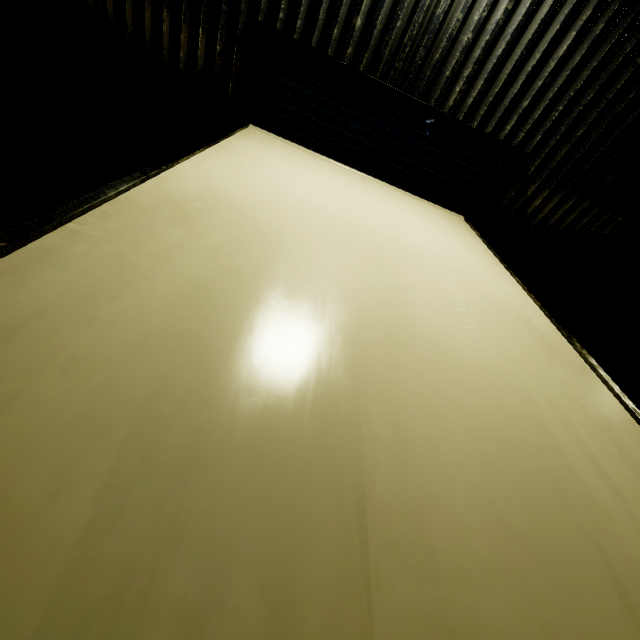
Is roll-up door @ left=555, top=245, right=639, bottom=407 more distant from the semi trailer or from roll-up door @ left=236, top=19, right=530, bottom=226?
roll-up door @ left=236, top=19, right=530, bottom=226

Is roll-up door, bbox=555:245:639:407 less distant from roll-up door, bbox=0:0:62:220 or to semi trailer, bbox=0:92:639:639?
semi trailer, bbox=0:92:639:639

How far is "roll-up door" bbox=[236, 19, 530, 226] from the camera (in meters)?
3.19

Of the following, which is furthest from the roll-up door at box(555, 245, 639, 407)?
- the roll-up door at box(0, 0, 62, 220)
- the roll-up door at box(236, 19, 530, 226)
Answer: the roll-up door at box(0, 0, 62, 220)

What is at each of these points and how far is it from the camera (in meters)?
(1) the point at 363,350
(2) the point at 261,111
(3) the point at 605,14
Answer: (1) semi trailer, 1.20
(2) roll-up door, 3.53
(3) building, 2.66

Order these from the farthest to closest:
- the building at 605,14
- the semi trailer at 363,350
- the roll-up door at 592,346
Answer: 1. the roll-up door at 592,346
2. the building at 605,14
3. the semi trailer at 363,350

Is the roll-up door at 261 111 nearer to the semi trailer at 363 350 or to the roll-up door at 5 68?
the semi trailer at 363 350

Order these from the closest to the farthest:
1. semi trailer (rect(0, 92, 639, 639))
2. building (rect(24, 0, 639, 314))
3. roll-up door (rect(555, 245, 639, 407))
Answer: semi trailer (rect(0, 92, 639, 639)), building (rect(24, 0, 639, 314)), roll-up door (rect(555, 245, 639, 407))
